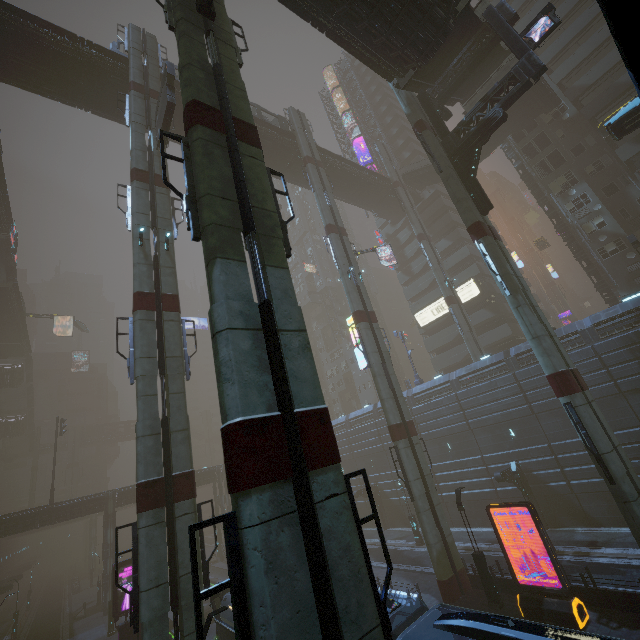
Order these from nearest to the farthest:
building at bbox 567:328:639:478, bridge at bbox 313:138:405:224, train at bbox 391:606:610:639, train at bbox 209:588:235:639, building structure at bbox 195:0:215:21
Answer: train at bbox 391:606:610:639, building structure at bbox 195:0:215:21, train at bbox 209:588:235:639, building at bbox 567:328:639:478, bridge at bbox 313:138:405:224

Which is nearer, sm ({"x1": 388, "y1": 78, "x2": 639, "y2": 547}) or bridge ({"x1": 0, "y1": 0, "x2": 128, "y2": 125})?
sm ({"x1": 388, "y1": 78, "x2": 639, "y2": 547})

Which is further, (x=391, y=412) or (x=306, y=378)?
(x=391, y=412)

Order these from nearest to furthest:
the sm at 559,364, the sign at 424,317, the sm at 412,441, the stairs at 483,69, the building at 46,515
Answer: the sm at 559,364 → the sm at 412,441 → the stairs at 483,69 → the building at 46,515 → the sign at 424,317

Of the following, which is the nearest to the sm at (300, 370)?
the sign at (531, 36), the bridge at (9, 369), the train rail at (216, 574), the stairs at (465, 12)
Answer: the train rail at (216, 574)

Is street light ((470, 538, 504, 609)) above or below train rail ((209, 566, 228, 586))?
above

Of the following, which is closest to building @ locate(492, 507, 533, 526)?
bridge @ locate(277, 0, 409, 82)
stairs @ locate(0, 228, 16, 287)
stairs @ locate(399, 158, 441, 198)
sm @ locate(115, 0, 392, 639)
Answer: bridge @ locate(277, 0, 409, 82)

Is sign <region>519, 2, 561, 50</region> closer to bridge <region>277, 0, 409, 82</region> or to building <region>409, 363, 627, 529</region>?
bridge <region>277, 0, 409, 82</region>
